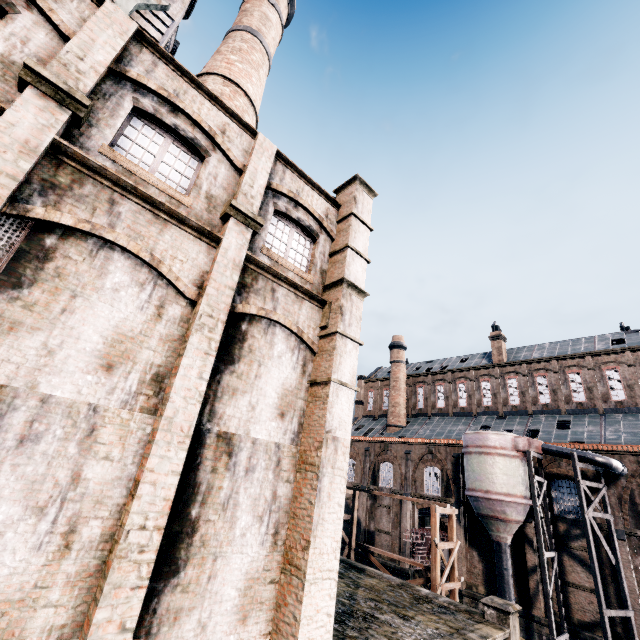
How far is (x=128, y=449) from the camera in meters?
6.5 m

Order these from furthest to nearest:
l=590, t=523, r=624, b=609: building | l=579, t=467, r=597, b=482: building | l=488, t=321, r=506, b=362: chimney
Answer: l=488, t=321, r=506, b=362: chimney, l=579, t=467, r=597, b=482: building, l=590, t=523, r=624, b=609: building

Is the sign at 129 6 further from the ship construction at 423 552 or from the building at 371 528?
the ship construction at 423 552

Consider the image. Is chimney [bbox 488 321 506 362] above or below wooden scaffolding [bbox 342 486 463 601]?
above

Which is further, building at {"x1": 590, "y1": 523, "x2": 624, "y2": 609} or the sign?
building at {"x1": 590, "y1": 523, "x2": 624, "y2": 609}

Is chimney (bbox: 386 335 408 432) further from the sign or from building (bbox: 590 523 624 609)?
the sign

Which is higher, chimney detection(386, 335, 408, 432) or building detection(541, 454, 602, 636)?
chimney detection(386, 335, 408, 432)

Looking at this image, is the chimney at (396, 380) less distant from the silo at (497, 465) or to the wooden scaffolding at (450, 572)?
the silo at (497, 465)
